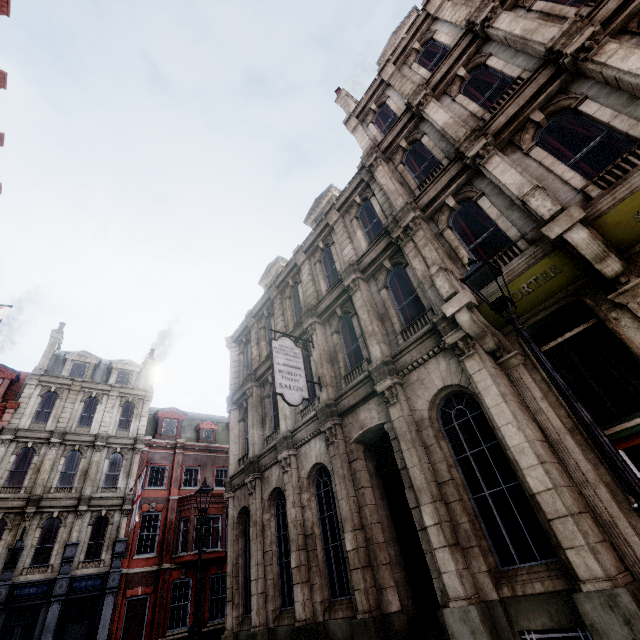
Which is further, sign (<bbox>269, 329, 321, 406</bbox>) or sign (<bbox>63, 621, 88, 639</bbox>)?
sign (<bbox>63, 621, 88, 639</bbox>)

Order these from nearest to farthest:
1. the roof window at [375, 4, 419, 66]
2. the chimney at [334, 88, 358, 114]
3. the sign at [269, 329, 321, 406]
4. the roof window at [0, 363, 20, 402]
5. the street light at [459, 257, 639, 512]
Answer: the street light at [459, 257, 639, 512], the sign at [269, 329, 321, 406], the roof window at [375, 4, 419, 66], the chimney at [334, 88, 358, 114], the roof window at [0, 363, 20, 402]

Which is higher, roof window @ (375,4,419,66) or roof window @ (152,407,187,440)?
roof window @ (375,4,419,66)

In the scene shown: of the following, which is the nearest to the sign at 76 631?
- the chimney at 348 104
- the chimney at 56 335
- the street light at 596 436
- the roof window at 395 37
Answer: the chimney at 56 335

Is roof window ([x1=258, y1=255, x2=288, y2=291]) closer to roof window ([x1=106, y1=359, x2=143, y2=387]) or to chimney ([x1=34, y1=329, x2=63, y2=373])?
roof window ([x1=106, y1=359, x2=143, y2=387])

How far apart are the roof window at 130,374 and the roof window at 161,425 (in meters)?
2.42

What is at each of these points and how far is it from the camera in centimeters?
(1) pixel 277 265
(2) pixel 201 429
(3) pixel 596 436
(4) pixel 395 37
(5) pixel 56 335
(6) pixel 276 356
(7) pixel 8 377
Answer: (1) roof window, 1888cm
(2) roof window, 2855cm
(3) street light, 297cm
(4) roof window, 1533cm
(5) chimney, 2644cm
(6) sign, 1012cm
(7) roof window, 2252cm

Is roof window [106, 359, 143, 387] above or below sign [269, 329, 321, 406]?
above
